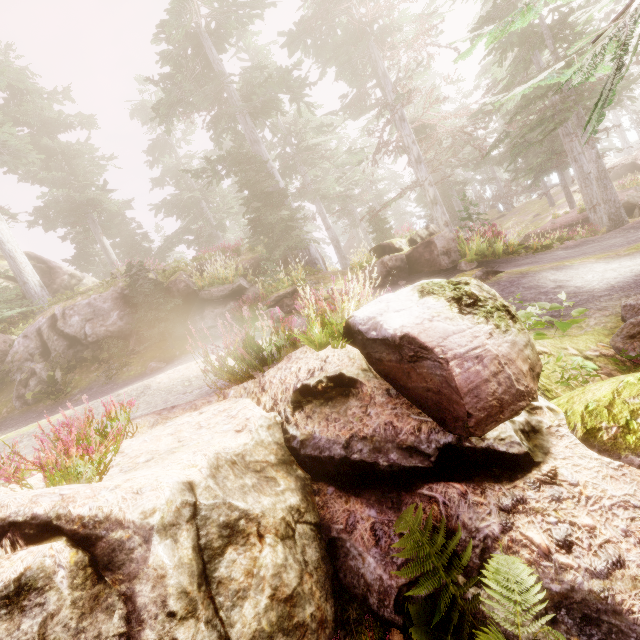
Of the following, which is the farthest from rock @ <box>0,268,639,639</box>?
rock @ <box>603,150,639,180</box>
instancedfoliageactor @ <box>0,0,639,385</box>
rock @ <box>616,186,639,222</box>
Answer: rock @ <box>603,150,639,180</box>

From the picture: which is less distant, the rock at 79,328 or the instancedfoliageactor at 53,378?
the instancedfoliageactor at 53,378

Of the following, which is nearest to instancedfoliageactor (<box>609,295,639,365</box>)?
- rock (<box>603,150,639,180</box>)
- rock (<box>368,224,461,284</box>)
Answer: rock (<box>368,224,461,284</box>)

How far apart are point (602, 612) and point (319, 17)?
24.36m

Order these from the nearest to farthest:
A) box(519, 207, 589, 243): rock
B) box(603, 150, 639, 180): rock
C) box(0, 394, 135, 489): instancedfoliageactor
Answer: box(0, 394, 135, 489): instancedfoliageactor, box(519, 207, 589, 243): rock, box(603, 150, 639, 180): rock

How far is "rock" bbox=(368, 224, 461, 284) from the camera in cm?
1220

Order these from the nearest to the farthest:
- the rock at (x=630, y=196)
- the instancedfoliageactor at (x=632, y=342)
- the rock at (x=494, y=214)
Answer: the instancedfoliageactor at (x=632, y=342) < the rock at (x=630, y=196) < the rock at (x=494, y=214)
